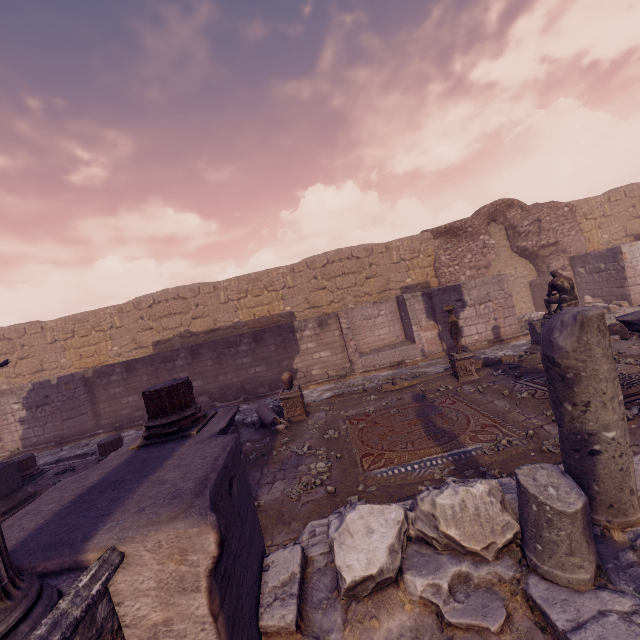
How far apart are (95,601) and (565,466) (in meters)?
3.47

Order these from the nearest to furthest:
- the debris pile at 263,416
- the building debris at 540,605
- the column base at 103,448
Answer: the building debris at 540,605, the debris pile at 263,416, the column base at 103,448

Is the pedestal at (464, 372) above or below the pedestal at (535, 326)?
below

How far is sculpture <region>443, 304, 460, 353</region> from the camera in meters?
8.8 m

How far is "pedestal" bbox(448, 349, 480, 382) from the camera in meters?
8.6 m

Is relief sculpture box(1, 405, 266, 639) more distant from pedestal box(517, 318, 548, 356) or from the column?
pedestal box(517, 318, 548, 356)

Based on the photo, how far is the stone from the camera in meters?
4.6 m

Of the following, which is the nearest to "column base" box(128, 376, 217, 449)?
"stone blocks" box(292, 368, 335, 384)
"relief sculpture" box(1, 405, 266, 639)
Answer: "relief sculpture" box(1, 405, 266, 639)
